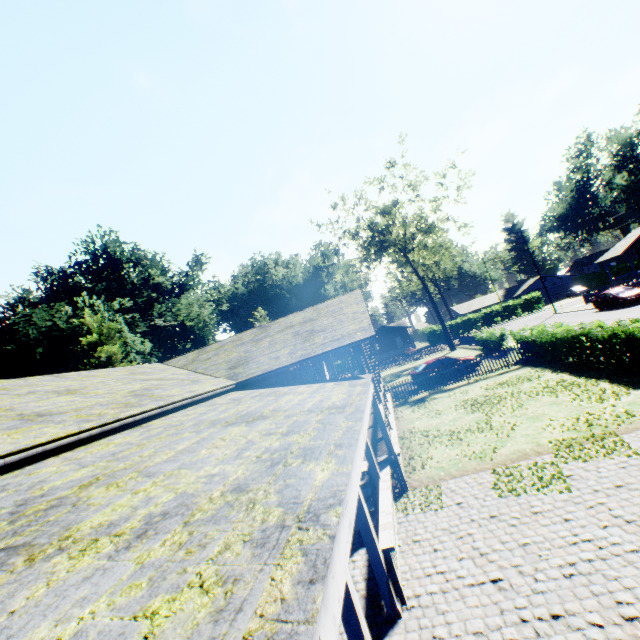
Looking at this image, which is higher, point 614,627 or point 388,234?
point 388,234

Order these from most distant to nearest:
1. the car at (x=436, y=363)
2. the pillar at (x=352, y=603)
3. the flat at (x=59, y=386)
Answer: the car at (x=436, y=363) → the flat at (x=59, y=386) → the pillar at (x=352, y=603)

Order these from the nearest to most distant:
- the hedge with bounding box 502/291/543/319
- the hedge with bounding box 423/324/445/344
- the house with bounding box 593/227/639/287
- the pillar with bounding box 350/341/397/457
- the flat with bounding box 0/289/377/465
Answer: the flat with bounding box 0/289/377/465 < the pillar with bounding box 350/341/397/457 < the house with bounding box 593/227/639/287 < the hedge with bounding box 502/291/543/319 < the hedge with bounding box 423/324/445/344

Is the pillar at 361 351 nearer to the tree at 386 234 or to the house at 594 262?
the tree at 386 234

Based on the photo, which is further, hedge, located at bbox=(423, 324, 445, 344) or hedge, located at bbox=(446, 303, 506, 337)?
hedge, located at bbox=(423, 324, 445, 344)

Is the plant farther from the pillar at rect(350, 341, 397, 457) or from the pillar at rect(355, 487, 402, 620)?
the pillar at rect(355, 487, 402, 620)

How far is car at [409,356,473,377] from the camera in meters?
22.6 m

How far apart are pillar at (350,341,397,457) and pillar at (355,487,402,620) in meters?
6.3
